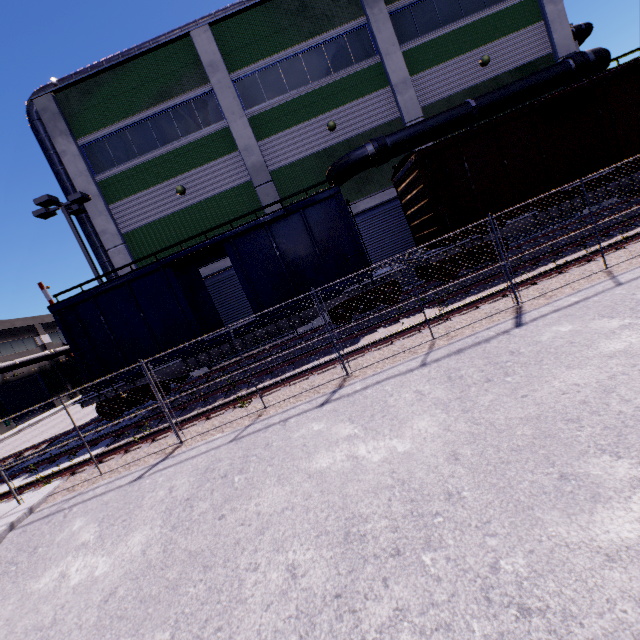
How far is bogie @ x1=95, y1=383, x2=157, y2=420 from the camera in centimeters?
1201cm

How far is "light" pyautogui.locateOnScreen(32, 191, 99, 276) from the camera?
13.91m

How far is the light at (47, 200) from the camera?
13.91m

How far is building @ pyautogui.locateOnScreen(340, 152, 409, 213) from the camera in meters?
16.0 m

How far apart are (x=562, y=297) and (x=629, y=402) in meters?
3.7 m

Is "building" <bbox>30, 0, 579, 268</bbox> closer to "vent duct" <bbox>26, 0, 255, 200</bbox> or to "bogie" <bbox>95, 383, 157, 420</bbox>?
"vent duct" <bbox>26, 0, 255, 200</bbox>

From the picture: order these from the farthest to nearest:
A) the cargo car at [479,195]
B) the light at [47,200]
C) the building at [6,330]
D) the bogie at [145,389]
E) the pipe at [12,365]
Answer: the building at [6,330], the pipe at [12,365], the light at [47,200], the bogie at [145,389], the cargo car at [479,195]

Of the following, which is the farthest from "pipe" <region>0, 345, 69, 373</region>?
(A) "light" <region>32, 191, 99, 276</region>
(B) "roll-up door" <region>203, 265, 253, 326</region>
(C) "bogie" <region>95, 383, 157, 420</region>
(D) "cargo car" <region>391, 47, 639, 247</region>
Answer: (B) "roll-up door" <region>203, 265, 253, 326</region>
